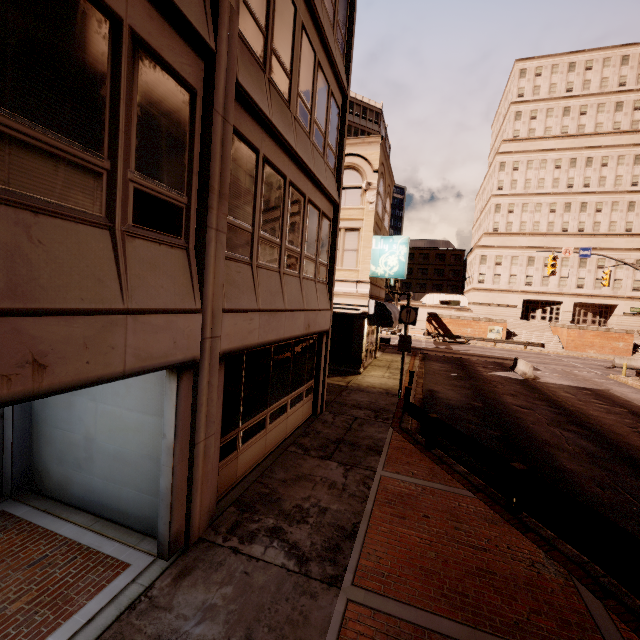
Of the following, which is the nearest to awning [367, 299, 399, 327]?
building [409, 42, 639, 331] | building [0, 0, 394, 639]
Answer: building [0, 0, 394, 639]

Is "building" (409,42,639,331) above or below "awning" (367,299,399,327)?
above

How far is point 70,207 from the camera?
3.2m

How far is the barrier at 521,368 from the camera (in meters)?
21.80

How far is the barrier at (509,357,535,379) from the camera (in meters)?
21.80

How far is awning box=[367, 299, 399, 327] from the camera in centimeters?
1805cm

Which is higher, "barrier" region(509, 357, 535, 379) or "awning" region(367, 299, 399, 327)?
"awning" region(367, 299, 399, 327)

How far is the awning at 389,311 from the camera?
18.05m
